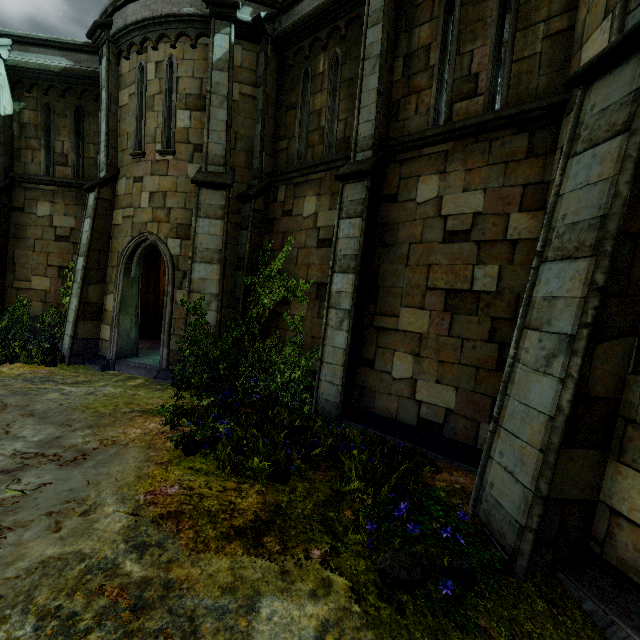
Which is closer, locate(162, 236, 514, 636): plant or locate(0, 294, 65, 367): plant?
locate(162, 236, 514, 636): plant

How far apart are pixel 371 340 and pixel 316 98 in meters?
6.3 m

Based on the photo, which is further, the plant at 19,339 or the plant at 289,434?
the plant at 19,339
